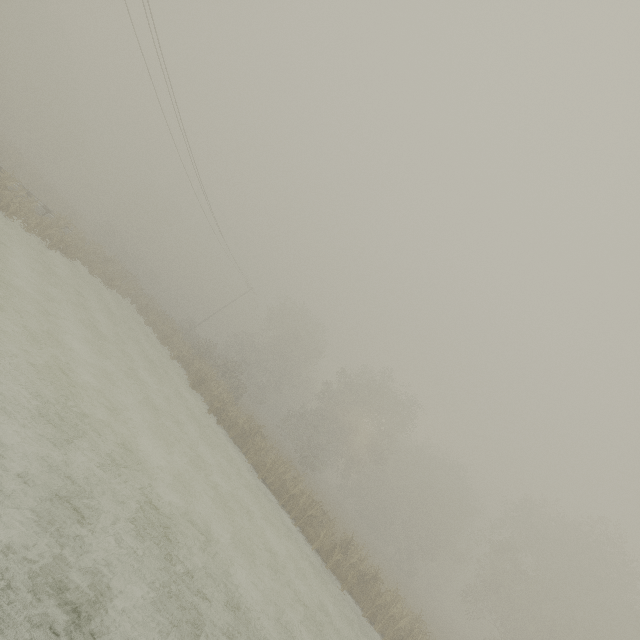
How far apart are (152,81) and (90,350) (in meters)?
15.89
